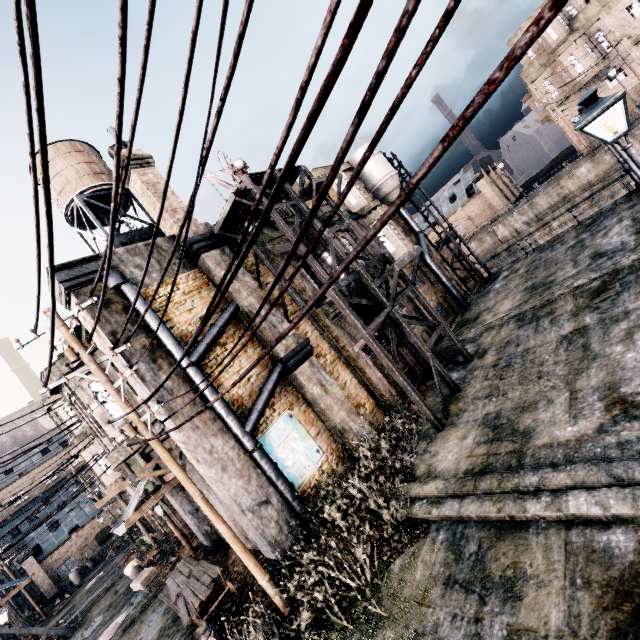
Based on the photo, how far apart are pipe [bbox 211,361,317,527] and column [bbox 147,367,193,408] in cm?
1

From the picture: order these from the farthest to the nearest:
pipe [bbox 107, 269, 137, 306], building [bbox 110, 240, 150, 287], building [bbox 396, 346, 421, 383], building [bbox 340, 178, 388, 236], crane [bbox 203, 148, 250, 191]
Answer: building [bbox 340, 178, 388, 236] → building [bbox 396, 346, 421, 383] → crane [bbox 203, 148, 250, 191] → building [bbox 110, 240, 150, 287] → pipe [bbox 107, 269, 137, 306]

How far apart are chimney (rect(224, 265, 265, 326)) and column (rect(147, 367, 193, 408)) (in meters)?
2.82

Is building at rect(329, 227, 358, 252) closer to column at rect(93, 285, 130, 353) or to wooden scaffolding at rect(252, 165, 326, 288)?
wooden scaffolding at rect(252, 165, 326, 288)

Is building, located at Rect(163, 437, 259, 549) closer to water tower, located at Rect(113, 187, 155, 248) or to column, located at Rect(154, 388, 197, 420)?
column, located at Rect(154, 388, 197, 420)

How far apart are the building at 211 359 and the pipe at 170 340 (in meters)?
0.00

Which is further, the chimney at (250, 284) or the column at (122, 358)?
the chimney at (250, 284)

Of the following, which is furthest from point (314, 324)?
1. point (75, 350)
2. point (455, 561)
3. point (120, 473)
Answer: point (120, 473)
